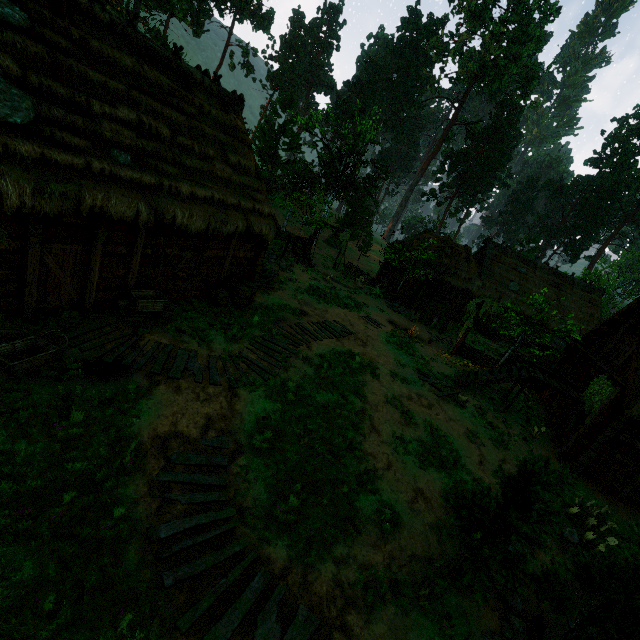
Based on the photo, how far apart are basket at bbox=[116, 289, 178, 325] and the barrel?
1.9m

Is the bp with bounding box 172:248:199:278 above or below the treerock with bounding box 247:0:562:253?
below

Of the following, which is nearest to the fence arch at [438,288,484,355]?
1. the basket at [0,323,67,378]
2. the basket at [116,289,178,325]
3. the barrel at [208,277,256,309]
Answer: the barrel at [208,277,256,309]

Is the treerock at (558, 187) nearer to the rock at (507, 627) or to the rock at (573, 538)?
the rock at (507, 627)

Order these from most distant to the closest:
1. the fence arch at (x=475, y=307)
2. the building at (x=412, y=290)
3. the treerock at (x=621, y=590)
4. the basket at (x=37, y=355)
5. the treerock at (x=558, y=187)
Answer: the treerock at (x=558, y=187) < the building at (x=412, y=290) < the fence arch at (x=475, y=307) < the basket at (x=37, y=355) < the treerock at (x=621, y=590)

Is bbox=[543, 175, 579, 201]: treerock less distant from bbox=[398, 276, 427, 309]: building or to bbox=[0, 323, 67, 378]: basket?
bbox=[398, 276, 427, 309]: building

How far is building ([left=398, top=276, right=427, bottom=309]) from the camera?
26.6 meters

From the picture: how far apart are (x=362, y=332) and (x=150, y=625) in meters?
13.7 m
